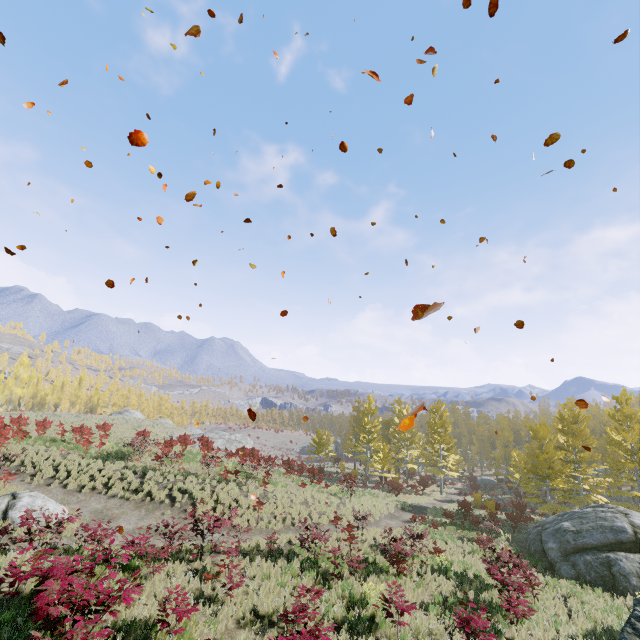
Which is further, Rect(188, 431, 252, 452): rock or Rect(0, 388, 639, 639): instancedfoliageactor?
Rect(188, 431, 252, 452): rock

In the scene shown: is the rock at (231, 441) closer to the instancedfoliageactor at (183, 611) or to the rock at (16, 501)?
the instancedfoliageactor at (183, 611)

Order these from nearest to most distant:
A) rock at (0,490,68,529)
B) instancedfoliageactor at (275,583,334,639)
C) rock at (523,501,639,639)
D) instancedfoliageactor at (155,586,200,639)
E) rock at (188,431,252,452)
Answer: instancedfoliageactor at (275,583,334,639) → instancedfoliageactor at (155,586,200,639) → rock at (0,490,68,529) → rock at (523,501,639,639) → rock at (188,431,252,452)

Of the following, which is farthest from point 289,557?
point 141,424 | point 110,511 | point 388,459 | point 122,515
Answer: point 141,424

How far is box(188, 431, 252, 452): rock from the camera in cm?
4088

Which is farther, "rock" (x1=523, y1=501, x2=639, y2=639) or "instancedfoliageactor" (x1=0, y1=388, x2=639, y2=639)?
"rock" (x1=523, y1=501, x2=639, y2=639)

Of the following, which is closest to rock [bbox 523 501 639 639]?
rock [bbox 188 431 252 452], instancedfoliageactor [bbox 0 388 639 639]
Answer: instancedfoliageactor [bbox 0 388 639 639]

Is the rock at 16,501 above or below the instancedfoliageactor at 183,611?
above
